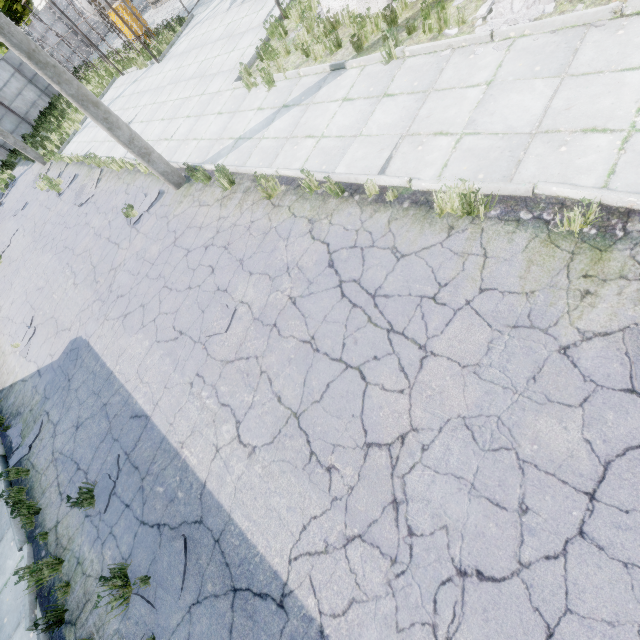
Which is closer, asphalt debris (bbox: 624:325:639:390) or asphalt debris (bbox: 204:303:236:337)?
asphalt debris (bbox: 624:325:639:390)

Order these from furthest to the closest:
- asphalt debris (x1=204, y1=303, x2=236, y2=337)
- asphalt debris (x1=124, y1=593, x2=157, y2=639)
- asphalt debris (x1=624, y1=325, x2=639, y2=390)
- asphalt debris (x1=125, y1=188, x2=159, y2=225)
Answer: asphalt debris (x1=125, y1=188, x2=159, y2=225) < asphalt debris (x1=204, y1=303, x2=236, y2=337) < asphalt debris (x1=124, y1=593, x2=157, y2=639) < asphalt debris (x1=624, y1=325, x2=639, y2=390)

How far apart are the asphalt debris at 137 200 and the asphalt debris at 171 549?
8.5m

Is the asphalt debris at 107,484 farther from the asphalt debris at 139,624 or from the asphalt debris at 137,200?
the asphalt debris at 137,200

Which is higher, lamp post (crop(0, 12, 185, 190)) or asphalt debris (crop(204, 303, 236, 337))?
lamp post (crop(0, 12, 185, 190))

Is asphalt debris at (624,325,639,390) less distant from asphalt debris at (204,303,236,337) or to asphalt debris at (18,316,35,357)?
asphalt debris at (204,303,236,337)

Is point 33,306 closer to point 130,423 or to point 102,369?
point 102,369

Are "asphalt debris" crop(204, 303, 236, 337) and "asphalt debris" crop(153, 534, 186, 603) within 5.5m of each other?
yes
